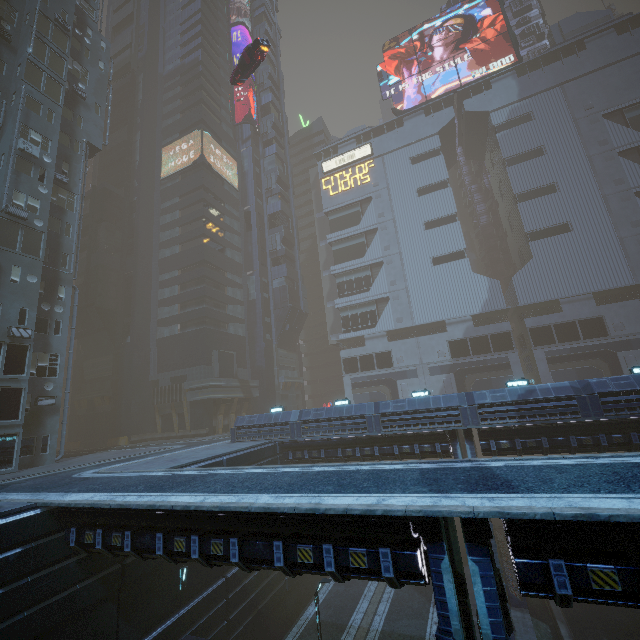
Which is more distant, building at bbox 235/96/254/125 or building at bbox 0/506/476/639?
building at bbox 235/96/254/125

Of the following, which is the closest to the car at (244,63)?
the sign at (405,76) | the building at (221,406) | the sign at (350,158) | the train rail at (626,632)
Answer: the building at (221,406)

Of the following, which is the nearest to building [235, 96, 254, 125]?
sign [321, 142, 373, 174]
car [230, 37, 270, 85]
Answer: sign [321, 142, 373, 174]

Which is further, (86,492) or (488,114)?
(488,114)

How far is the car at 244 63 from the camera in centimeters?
2623cm
